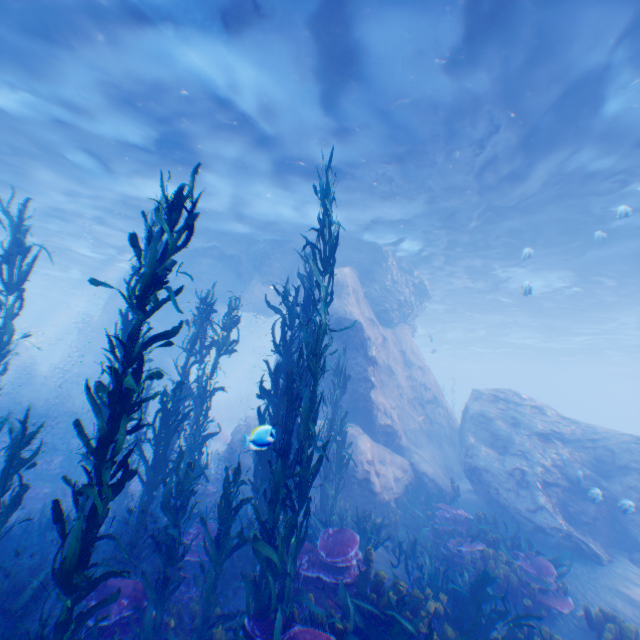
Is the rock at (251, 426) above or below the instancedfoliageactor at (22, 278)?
below

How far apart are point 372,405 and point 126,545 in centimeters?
803cm

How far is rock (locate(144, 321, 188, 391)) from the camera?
22.6m

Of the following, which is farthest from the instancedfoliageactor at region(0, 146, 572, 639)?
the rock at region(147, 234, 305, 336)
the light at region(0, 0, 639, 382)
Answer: the light at region(0, 0, 639, 382)

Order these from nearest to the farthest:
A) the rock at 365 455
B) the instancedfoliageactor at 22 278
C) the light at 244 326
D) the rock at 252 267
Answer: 1. the instancedfoliageactor at 22 278
2. the rock at 365 455
3. the rock at 252 267
4. the light at 244 326

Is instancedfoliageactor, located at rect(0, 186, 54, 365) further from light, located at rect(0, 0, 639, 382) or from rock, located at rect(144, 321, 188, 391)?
light, located at rect(0, 0, 639, 382)
